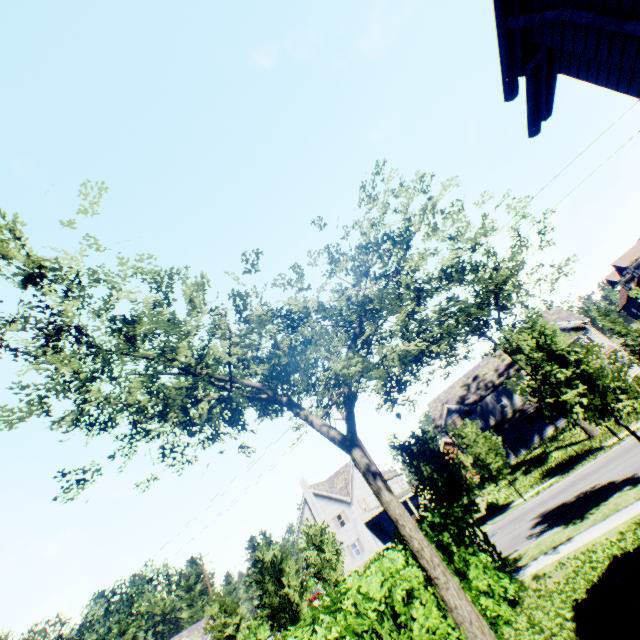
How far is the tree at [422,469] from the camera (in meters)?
14.01

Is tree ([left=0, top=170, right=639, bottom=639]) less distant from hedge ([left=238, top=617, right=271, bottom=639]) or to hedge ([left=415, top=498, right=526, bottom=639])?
hedge ([left=415, top=498, right=526, bottom=639])

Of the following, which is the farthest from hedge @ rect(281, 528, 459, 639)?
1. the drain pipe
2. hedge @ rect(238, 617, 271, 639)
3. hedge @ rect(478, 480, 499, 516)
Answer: hedge @ rect(238, 617, 271, 639)

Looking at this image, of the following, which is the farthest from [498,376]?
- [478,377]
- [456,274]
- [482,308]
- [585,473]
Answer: [456,274]

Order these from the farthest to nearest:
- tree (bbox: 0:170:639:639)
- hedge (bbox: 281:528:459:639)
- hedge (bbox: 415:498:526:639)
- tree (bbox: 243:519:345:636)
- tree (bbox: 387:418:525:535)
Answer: tree (bbox: 243:519:345:636) → tree (bbox: 387:418:525:535) → hedge (bbox: 415:498:526:639) → tree (bbox: 0:170:639:639) → hedge (bbox: 281:528:459:639)

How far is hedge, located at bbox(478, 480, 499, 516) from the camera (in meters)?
24.67

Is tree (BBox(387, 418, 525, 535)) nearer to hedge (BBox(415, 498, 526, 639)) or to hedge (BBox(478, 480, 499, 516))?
hedge (BBox(415, 498, 526, 639))

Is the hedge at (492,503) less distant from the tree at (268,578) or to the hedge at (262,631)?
the tree at (268,578)
